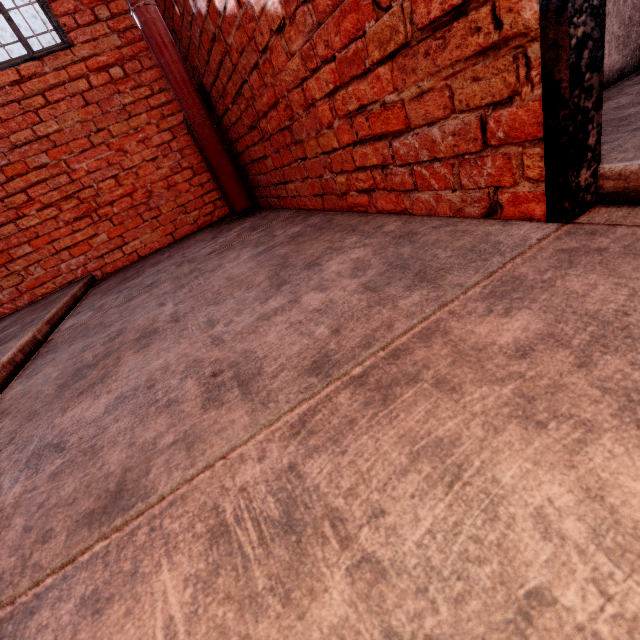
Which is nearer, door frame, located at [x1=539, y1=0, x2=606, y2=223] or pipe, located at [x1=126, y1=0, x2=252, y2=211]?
door frame, located at [x1=539, y1=0, x2=606, y2=223]

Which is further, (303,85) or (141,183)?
(141,183)

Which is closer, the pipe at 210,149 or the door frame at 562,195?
the door frame at 562,195
